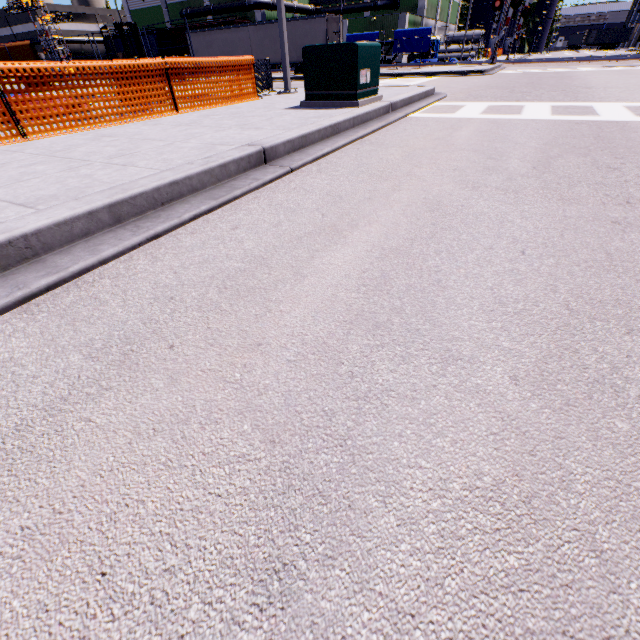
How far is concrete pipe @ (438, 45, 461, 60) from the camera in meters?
50.6 m

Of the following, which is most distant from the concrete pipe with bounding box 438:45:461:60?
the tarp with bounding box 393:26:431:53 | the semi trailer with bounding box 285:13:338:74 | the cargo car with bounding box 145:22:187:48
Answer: the cargo car with bounding box 145:22:187:48

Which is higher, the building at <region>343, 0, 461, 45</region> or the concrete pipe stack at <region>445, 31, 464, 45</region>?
the building at <region>343, 0, 461, 45</region>

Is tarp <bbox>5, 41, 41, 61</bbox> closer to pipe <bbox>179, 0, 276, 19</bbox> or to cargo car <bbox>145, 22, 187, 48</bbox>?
cargo car <bbox>145, 22, 187, 48</bbox>

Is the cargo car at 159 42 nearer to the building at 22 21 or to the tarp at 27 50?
the building at 22 21

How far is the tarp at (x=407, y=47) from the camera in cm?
3331

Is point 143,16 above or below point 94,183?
above

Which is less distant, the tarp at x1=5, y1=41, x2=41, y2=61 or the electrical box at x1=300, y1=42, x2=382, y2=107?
the electrical box at x1=300, y1=42, x2=382, y2=107
